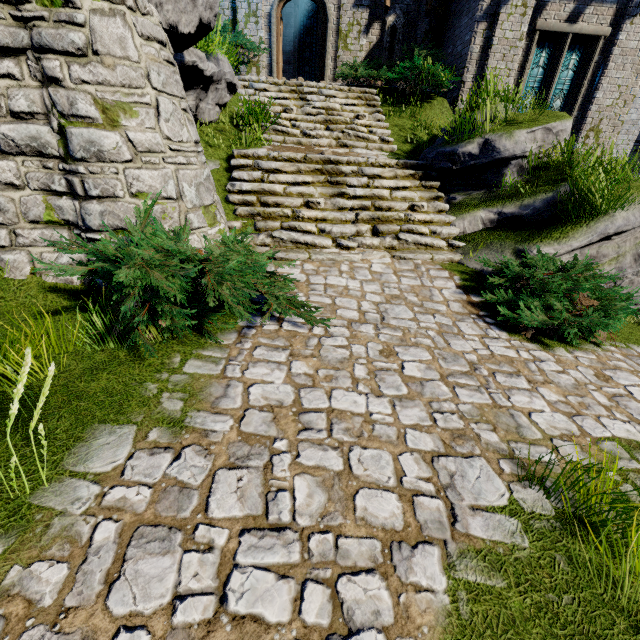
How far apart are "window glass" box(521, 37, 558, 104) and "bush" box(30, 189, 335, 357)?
11.4m

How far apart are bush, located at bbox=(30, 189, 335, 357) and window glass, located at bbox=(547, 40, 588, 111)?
12.01m

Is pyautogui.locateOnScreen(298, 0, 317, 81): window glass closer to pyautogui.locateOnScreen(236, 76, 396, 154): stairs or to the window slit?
the window slit

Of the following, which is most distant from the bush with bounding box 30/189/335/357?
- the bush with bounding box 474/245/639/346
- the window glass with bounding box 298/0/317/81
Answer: the window glass with bounding box 298/0/317/81

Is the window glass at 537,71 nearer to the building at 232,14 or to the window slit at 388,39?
the building at 232,14

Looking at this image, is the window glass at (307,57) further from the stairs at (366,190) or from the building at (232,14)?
the stairs at (366,190)

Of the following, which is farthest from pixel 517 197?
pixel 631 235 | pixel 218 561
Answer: pixel 218 561

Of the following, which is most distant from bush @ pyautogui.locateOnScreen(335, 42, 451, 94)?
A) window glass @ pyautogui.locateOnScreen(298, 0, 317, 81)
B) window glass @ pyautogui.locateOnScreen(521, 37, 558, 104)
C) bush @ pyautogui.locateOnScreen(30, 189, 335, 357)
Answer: bush @ pyautogui.locateOnScreen(30, 189, 335, 357)
